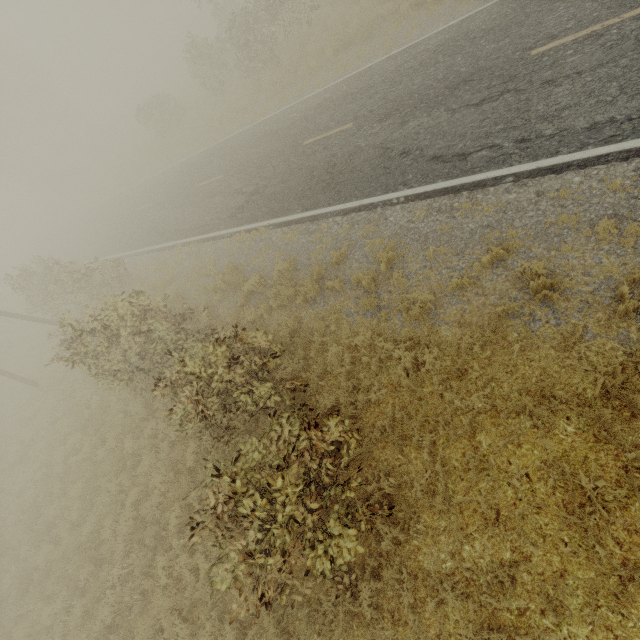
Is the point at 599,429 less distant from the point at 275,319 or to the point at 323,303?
the point at 323,303

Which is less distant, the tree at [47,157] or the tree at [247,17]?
the tree at [247,17]

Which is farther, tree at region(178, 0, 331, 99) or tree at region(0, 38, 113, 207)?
tree at region(0, 38, 113, 207)
